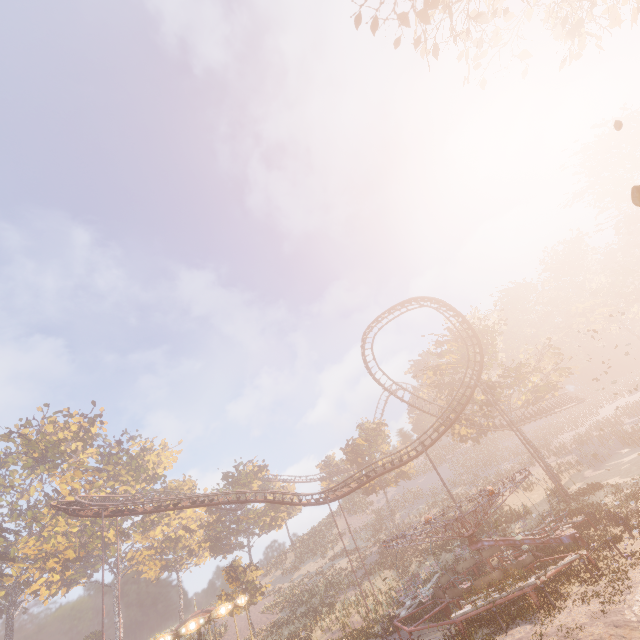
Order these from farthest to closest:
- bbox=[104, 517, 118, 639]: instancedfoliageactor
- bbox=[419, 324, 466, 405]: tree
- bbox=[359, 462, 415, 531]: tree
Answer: bbox=[104, 517, 118, 639]: instancedfoliageactor
bbox=[359, 462, 415, 531]: tree
bbox=[419, 324, 466, 405]: tree

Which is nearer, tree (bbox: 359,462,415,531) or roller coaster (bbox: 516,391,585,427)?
roller coaster (bbox: 516,391,585,427)

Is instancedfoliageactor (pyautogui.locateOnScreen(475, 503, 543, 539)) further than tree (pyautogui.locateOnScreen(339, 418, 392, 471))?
No

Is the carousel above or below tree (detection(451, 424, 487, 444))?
below

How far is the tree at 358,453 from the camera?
49.7m

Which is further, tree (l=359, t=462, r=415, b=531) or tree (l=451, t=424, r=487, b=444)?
tree (l=359, t=462, r=415, b=531)

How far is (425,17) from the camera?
14.2m

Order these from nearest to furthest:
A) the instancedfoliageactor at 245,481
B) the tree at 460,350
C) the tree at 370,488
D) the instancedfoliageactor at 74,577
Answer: the tree at 460,350 < the instancedfoliageactor at 74,577 < the tree at 370,488 < the instancedfoliageactor at 245,481
